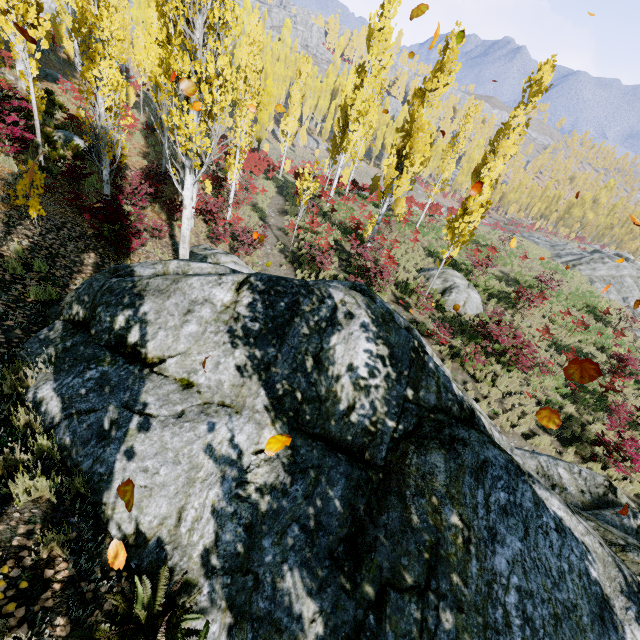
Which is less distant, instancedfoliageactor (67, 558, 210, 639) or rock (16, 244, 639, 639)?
instancedfoliageactor (67, 558, 210, 639)

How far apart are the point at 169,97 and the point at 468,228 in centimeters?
1166cm

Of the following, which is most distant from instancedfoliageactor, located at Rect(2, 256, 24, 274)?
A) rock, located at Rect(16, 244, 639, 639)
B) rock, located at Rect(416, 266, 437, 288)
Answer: rock, located at Rect(416, 266, 437, 288)

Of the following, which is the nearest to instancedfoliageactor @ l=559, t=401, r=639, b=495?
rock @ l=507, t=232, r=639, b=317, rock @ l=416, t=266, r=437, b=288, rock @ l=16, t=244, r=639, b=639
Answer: rock @ l=16, t=244, r=639, b=639

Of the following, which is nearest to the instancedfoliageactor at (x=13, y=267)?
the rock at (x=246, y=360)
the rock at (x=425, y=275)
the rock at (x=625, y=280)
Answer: the rock at (x=246, y=360)

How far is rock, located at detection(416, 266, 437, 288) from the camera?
18.1 meters

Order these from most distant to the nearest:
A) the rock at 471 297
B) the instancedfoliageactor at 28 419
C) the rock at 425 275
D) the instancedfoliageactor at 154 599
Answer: the rock at 425 275, the rock at 471 297, the instancedfoliageactor at 28 419, the instancedfoliageactor at 154 599
